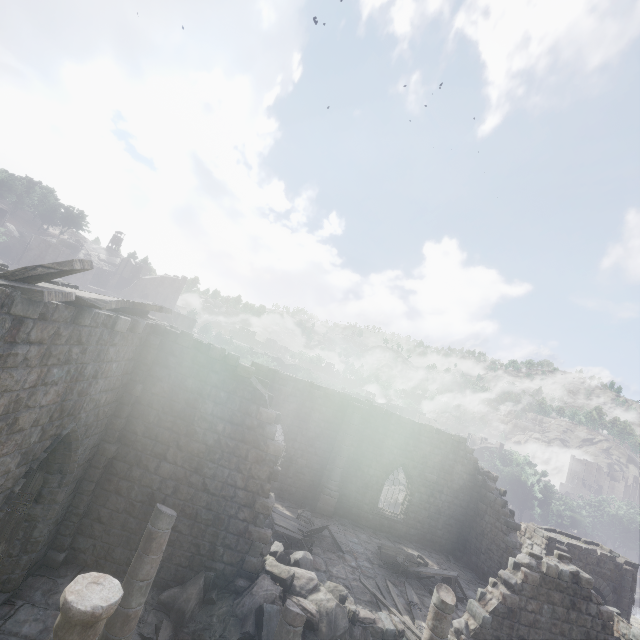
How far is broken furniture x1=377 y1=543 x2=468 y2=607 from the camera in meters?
14.5 m

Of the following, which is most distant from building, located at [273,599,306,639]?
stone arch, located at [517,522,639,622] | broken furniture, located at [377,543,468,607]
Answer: broken furniture, located at [377,543,468,607]

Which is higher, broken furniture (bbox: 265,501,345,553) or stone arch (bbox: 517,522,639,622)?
stone arch (bbox: 517,522,639,622)

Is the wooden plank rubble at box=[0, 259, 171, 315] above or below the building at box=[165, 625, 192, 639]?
above

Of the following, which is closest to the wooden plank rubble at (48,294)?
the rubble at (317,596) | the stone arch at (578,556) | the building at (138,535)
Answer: the building at (138,535)

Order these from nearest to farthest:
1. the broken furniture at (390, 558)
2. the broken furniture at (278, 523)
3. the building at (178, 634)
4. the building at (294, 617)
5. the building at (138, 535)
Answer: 1. the building at (138, 535)
2. the building at (294, 617)
3. the building at (178, 634)
4. the broken furniture at (278, 523)
5. the broken furniture at (390, 558)

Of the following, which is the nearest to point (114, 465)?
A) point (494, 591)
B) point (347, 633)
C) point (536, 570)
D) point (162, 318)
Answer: point (347, 633)

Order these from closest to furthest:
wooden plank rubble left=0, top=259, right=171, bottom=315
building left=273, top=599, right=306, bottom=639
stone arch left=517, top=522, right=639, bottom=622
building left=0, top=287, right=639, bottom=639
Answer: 1. wooden plank rubble left=0, top=259, right=171, bottom=315
2. building left=0, top=287, right=639, bottom=639
3. building left=273, top=599, right=306, bottom=639
4. stone arch left=517, top=522, right=639, bottom=622
